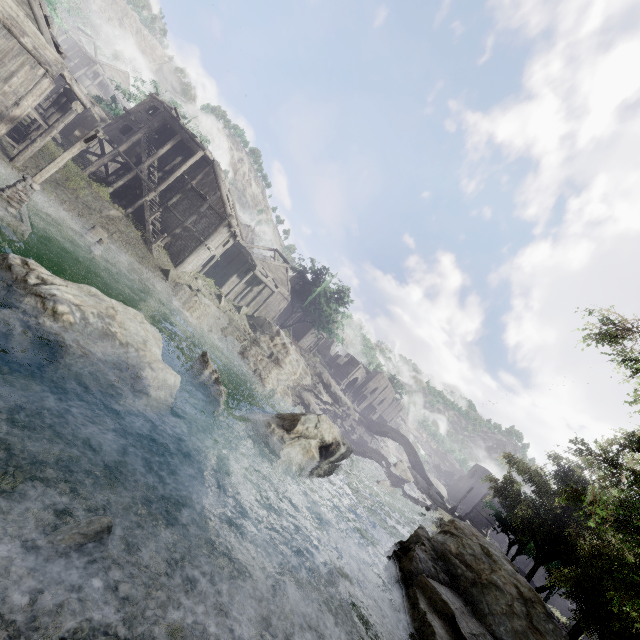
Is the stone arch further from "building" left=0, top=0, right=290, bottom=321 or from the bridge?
the bridge

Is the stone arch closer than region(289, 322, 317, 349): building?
Yes

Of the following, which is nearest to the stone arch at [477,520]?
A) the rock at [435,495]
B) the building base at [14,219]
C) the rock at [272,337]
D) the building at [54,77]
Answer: the building at [54,77]

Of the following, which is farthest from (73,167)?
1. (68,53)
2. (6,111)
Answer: (68,53)

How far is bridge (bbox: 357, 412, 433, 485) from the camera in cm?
5188

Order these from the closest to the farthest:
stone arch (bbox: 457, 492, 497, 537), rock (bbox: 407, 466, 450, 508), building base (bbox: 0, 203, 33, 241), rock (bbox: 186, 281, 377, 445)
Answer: building base (bbox: 0, 203, 33, 241) < rock (bbox: 186, 281, 377, 445) < stone arch (bbox: 457, 492, 497, 537) < rock (bbox: 407, 466, 450, 508)

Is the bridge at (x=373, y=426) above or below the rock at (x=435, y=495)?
above

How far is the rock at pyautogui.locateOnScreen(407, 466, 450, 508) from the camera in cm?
4609
